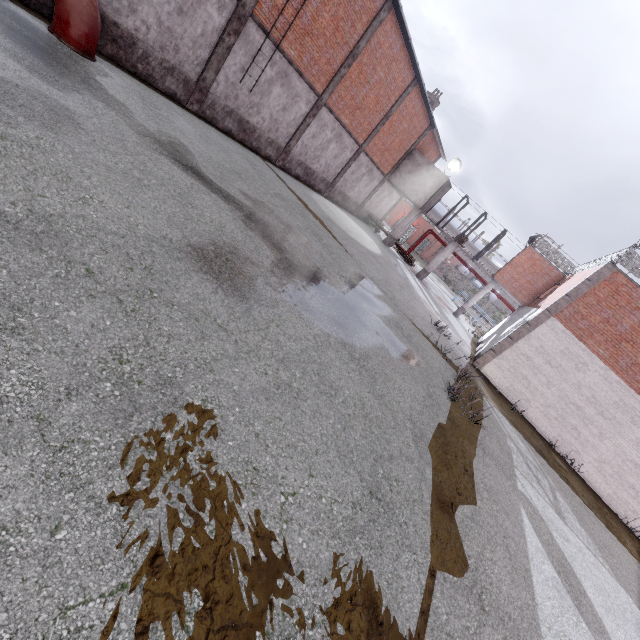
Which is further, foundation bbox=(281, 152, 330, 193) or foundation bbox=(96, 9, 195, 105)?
foundation bbox=(281, 152, 330, 193)

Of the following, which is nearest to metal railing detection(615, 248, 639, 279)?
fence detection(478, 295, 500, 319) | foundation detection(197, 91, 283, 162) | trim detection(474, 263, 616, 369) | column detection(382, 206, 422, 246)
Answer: trim detection(474, 263, 616, 369)

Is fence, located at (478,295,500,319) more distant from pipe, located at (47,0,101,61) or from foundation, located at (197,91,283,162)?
pipe, located at (47,0,101,61)

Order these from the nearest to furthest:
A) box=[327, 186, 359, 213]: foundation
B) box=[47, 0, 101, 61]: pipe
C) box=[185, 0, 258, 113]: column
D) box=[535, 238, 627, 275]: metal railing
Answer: box=[47, 0, 101, 61]: pipe
box=[185, 0, 258, 113]: column
box=[535, 238, 627, 275]: metal railing
box=[327, 186, 359, 213]: foundation

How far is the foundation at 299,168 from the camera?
18.6 meters

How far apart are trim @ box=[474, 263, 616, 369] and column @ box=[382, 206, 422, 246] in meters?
14.6

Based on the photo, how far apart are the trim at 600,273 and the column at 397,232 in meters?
14.6

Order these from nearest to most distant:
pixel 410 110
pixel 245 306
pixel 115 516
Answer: pixel 115 516
pixel 245 306
pixel 410 110
